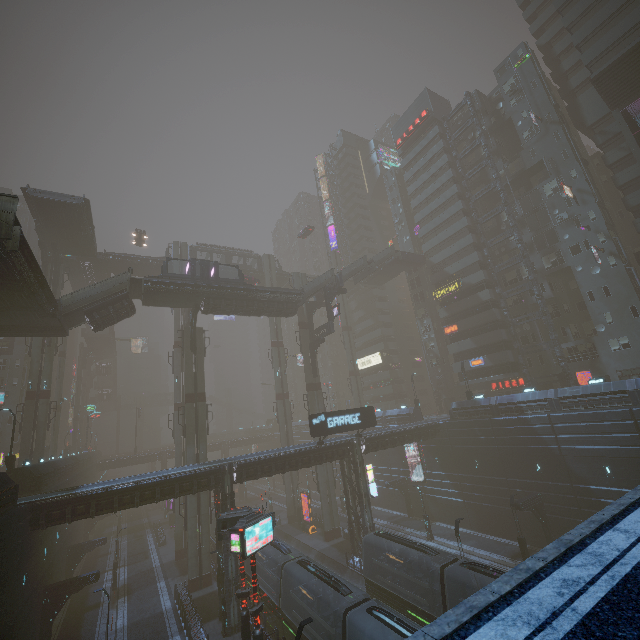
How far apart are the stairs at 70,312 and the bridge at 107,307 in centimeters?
1cm

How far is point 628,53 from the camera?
Answer: 32.09m

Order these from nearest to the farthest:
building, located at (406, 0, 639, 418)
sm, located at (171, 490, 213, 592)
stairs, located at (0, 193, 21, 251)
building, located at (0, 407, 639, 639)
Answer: stairs, located at (0, 193, 21, 251)
building, located at (0, 407, 639, 639)
sm, located at (171, 490, 213, 592)
building, located at (406, 0, 639, 418)

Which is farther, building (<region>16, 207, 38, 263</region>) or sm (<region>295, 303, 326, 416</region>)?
building (<region>16, 207, 38, 263</region>)

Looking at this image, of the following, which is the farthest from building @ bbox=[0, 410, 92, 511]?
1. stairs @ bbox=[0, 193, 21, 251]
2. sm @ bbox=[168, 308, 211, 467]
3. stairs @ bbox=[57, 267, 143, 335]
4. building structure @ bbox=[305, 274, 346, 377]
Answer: stairs @ bbox=[57, 267, 143, 335]

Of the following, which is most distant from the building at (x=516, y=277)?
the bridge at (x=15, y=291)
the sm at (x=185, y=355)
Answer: the bridge at (x=15, y=291)

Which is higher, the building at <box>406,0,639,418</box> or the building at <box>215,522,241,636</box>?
the building at <box>406,0,639,418</box>

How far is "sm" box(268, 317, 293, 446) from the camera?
51.6 meters
